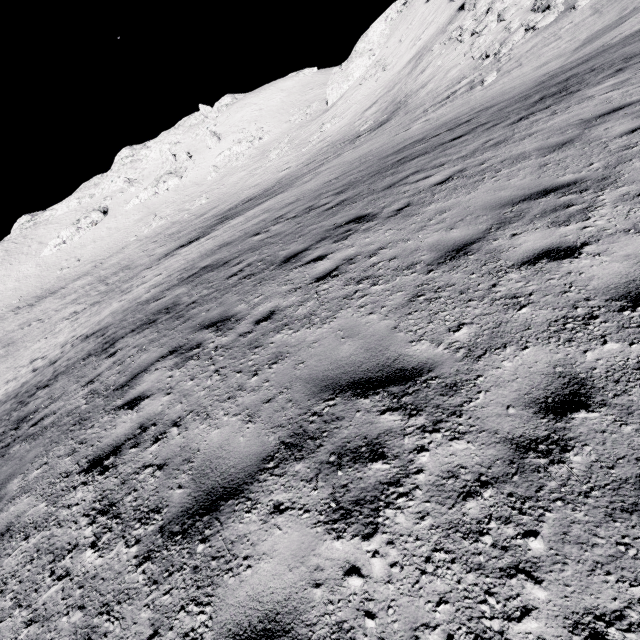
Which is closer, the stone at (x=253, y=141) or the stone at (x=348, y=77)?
the stone at (x=348, y=77)

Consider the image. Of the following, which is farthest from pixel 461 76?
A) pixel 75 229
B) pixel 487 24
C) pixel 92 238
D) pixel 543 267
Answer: pixel 75 229

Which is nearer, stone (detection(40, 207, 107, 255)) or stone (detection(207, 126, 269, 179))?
stone (detection(207, 126, 269, 179))

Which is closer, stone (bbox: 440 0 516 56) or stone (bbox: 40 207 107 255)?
stone (bbox: 440 0 516 56)

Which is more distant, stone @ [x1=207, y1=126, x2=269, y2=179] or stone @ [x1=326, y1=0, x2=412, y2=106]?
stone @ [x1=207, y1=126, x2=269, y2=179]

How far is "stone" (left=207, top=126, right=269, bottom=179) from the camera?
52.1 meters

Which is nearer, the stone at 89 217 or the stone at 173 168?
the stone at 89 217

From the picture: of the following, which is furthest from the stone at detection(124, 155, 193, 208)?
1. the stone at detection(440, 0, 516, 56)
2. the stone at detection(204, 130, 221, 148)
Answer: the stone at detection(440, 0, 516, 56)
